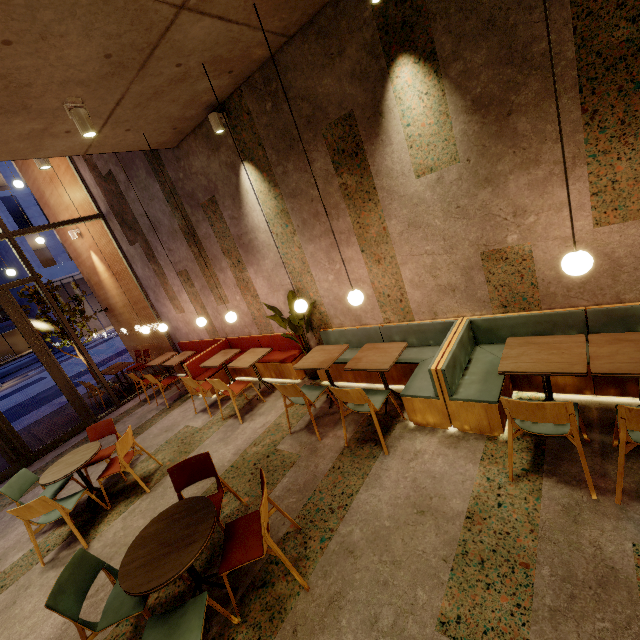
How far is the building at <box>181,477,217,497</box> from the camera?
4.02m

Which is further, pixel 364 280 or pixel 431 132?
pixel 364 280

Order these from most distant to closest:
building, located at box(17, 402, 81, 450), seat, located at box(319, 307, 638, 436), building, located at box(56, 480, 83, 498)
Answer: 1. building, located at box(17, 402, 81, 450)
2. building, located at box(56, 480, 83, 498)
3. seat, located at box(319, 307, 638, 436)

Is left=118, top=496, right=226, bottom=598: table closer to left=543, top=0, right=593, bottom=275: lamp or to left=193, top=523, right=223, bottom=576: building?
left=193, top=523, right=223, bottom=576: building

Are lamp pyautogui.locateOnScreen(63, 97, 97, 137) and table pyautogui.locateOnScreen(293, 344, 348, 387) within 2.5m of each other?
no

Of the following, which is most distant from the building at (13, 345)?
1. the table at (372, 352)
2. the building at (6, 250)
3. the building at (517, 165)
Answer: the table at (372, 352)

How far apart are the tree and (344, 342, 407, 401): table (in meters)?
1.27

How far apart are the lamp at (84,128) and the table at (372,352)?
3.6 meters
